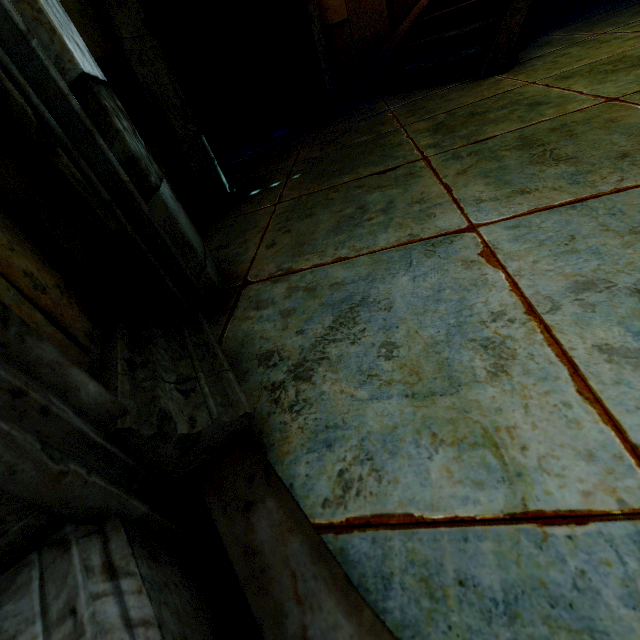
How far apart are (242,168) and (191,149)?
1.3m
